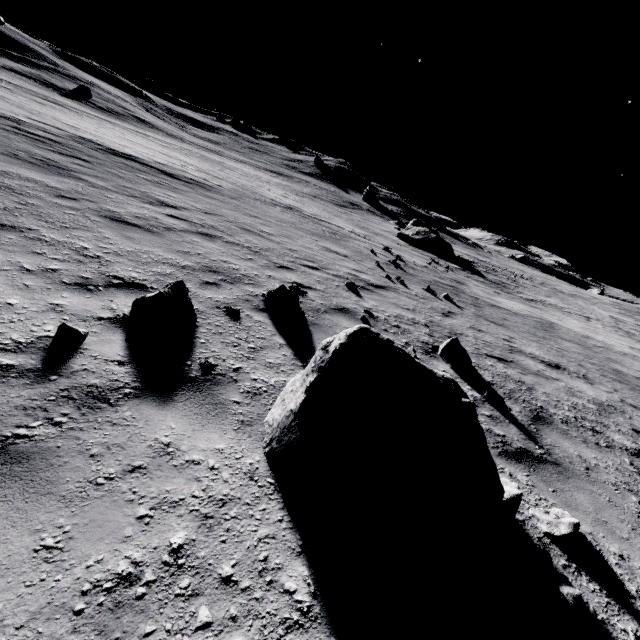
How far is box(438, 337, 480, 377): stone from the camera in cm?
607

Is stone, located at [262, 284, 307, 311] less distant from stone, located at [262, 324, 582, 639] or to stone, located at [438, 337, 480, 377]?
stone, located at [262, 324, 582, 639]

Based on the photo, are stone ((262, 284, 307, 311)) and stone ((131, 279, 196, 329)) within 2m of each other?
yes

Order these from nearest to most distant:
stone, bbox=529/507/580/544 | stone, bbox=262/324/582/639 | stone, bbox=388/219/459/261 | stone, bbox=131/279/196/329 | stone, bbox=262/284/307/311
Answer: stone, bbox=262/324/582/639 < stone, bbox=529/507/580/544 < stone, bbox=131/279/196/329 < stone, bbox=262/284/307/311 < stone, bbox=388/219/459/261

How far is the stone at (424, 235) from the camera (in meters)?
32.12

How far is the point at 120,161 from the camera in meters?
12.7 m

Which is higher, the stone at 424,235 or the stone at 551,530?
the stone at 424,235

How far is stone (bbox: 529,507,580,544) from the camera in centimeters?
312cm
